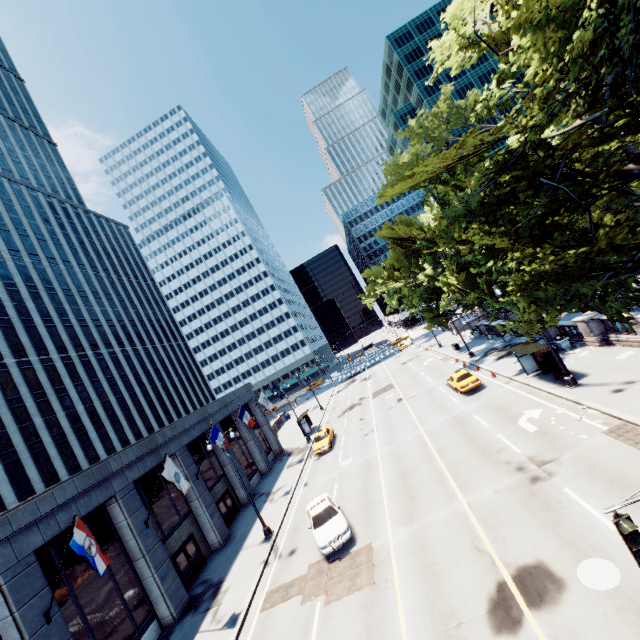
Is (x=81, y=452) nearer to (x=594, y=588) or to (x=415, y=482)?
(x=415, y=482)

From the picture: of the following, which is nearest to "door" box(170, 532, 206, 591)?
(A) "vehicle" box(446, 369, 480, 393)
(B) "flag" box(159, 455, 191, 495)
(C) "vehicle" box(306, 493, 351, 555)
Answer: (B) "flag" box(159, 455, 191, 495)

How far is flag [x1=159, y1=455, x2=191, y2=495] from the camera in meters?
18.6

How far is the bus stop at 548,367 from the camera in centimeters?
2070cm

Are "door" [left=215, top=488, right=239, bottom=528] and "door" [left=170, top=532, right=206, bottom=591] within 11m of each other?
yes

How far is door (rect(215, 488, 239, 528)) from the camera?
26.7m

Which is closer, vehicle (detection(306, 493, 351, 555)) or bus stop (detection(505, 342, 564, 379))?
vehicle (detection(306, 493, 351, 555))

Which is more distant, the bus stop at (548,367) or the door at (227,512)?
the door at (227,512)
